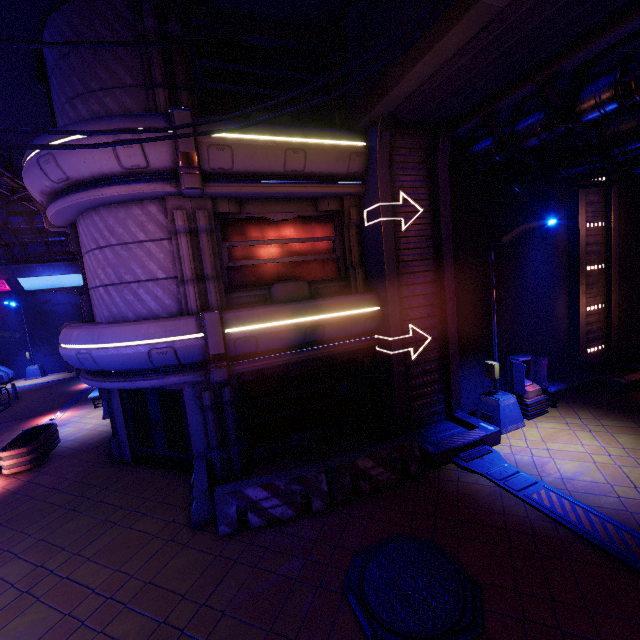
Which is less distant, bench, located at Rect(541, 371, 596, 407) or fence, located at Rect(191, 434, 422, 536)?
fence, located at Rect(191, 434, 422, 536)

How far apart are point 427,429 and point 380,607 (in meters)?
5.82

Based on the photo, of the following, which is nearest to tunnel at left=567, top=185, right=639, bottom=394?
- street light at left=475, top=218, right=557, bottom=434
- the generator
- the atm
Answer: the atm

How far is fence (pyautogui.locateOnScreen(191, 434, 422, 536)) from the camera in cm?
705

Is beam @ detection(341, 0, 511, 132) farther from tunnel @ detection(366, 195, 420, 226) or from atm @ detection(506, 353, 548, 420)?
atm @ detection(506, 353, 548, 420)

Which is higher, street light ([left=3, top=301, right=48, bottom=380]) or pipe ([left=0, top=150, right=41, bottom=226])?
pipe ([left=0, top=150, right=41, bottom=226])

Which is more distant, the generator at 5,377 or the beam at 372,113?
the generator at 5,377

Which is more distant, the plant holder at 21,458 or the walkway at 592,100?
the plant holder at 21,458
